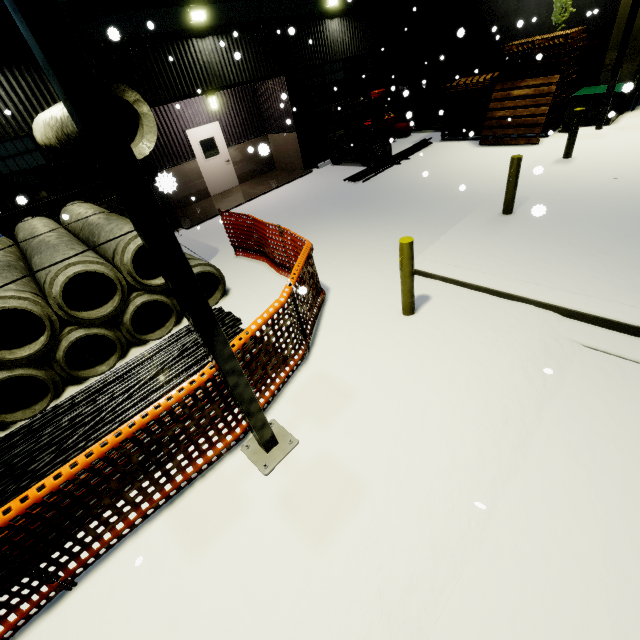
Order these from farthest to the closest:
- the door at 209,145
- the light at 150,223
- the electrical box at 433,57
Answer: the electrical box at 433,57
the door at 209,145
the light at 150,223

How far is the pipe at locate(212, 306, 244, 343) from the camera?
5.7 meters

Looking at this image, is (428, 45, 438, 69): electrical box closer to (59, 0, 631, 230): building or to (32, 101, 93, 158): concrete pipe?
(59, 0, 631, 230): building

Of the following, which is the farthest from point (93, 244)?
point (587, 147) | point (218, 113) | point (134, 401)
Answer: point (587, 147)

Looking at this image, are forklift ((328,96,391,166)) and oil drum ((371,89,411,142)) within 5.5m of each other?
yes

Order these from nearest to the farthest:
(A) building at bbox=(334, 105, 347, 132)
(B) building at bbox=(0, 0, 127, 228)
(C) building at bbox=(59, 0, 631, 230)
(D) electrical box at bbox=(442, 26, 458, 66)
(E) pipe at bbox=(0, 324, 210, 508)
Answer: (E) pipe at bbox=(0, 324, 210, 508)
(B) building at bbox=(0, 0, 127, 228)
(C) building at bbox=(59, 0, 631, 230)
(A) building at bbox=(334, 105, 347, 132)
(D) electrical box at bbox=(442, 26, 458, 66)

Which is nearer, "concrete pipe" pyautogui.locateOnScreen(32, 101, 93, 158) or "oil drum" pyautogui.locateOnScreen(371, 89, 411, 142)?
"concrete pipe" pyautogui.locateOnScreen(32, 101, 93, 158)

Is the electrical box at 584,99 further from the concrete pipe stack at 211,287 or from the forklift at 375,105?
the forklift at 375,105
